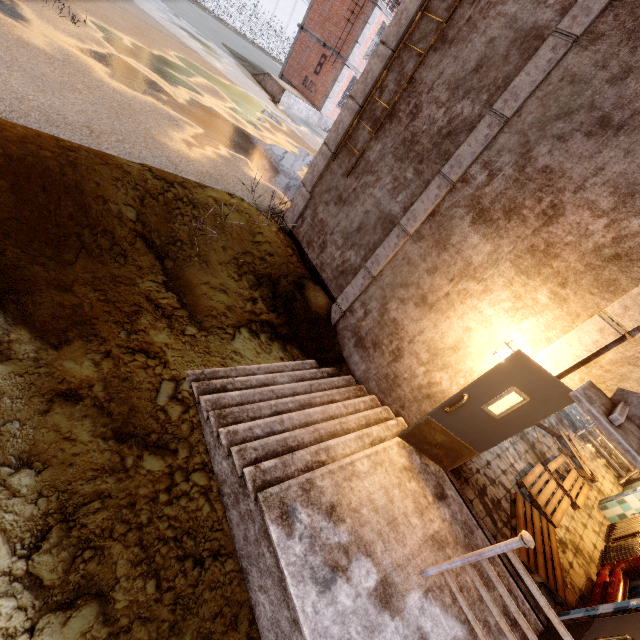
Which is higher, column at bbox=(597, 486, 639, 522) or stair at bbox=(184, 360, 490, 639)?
column at bbox=(597, 486, 639, 522)

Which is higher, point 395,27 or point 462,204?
point 395,27

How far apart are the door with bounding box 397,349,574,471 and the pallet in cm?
178

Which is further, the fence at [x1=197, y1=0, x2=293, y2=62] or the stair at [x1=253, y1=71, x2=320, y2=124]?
the fence at [x1=197, y1=0, x2=293, y2=62]

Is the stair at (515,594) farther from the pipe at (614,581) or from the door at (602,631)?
the pipe at (614,581)

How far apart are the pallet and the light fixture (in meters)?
3.00

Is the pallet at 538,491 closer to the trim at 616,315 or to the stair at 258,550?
the trim at 616,315

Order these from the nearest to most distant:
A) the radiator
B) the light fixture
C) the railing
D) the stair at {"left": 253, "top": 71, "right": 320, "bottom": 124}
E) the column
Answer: the railing
the light fixture
the radiator
the column
the stair at {"left": 253, "top": 71, "right": 320, "bottom": 124}
